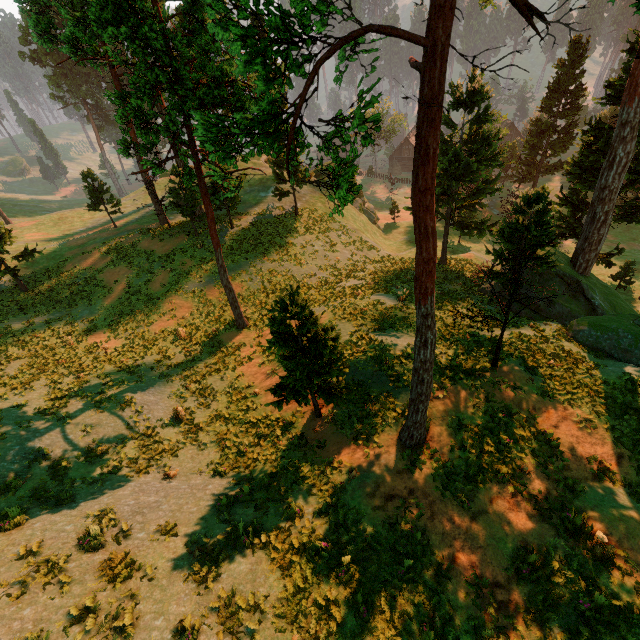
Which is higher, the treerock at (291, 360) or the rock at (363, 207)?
the treerock at (291, 360)

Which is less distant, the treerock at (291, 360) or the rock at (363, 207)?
the treerock at (291, 360)

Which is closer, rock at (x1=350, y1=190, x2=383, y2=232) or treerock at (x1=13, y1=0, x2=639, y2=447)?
treerock at (x1=13, y1=0, x2=639, y2=447)

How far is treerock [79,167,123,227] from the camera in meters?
32.9 m

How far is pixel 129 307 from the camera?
25.19m

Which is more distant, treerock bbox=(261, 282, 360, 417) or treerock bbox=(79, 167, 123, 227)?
treerock bbox=(79, 167, 123, 227)

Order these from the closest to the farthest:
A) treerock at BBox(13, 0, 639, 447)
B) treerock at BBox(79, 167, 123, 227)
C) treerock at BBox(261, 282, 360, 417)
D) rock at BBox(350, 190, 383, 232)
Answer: treerock at BBox(13, 0, 639, 447) < treerock at BBox(261, 282, 360, 417) < treerock at BBox(79, 167, 123, 227) < rock at BBox(350, 190, 383, 232)
